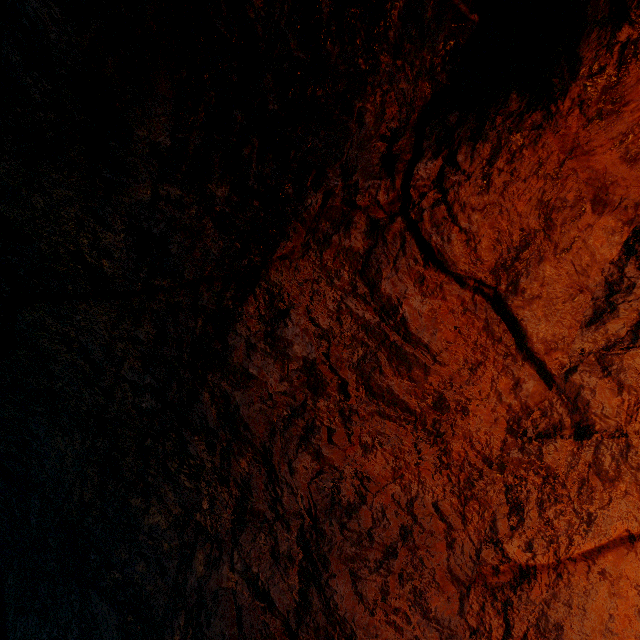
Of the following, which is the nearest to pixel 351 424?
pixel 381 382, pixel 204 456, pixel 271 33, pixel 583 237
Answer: pixel 381 382
